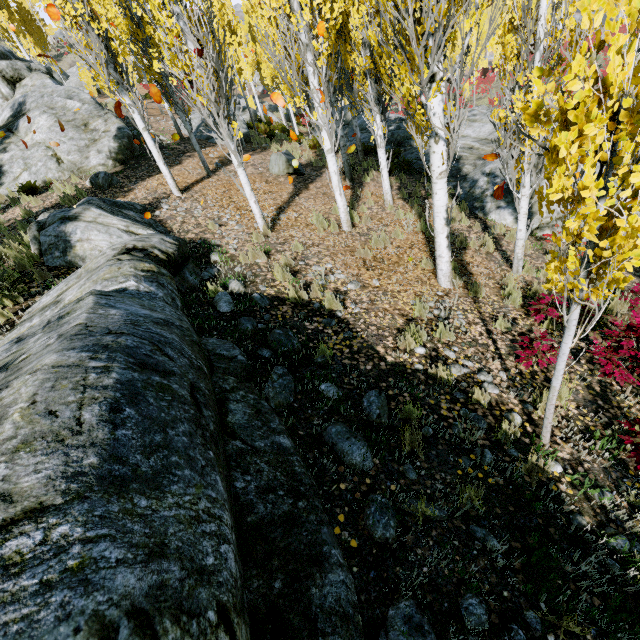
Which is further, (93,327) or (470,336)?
(470,336)

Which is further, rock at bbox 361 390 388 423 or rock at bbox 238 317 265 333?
rock at bbox 238 317 265 333

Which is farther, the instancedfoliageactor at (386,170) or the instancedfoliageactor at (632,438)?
the instancedfoliageactor at (632,438)

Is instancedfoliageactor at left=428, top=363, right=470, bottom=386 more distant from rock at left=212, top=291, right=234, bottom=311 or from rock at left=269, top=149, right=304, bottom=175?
rock at left=269, top=149, right=304, bottom=175

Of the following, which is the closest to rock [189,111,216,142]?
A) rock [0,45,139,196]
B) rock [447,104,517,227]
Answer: rock [0,45,139,196]

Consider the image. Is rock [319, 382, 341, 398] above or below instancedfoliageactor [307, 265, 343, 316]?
above

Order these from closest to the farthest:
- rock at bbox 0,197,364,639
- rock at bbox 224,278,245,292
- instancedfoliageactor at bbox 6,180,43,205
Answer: rock at bbox 0,197,364,639 → rock at bbox 224,278,245,292 → instancedfoliageactor at bbox 6,180,43,205
